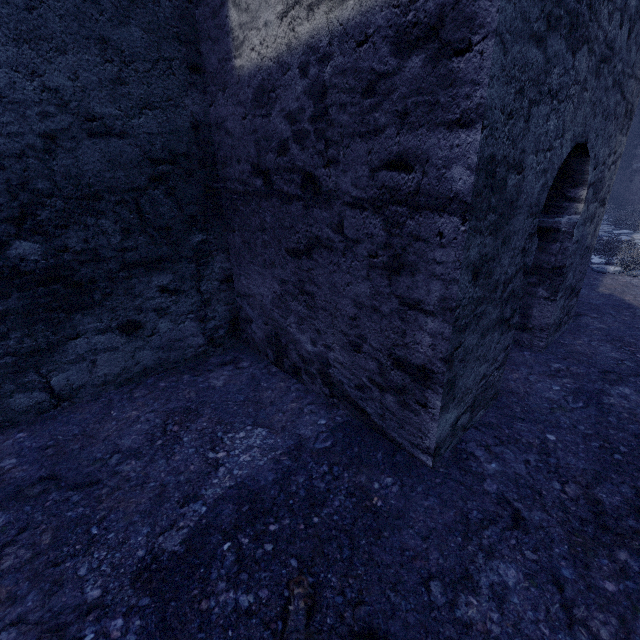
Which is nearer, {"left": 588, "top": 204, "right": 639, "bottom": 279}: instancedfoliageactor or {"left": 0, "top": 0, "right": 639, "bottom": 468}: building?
{"left": 0, "top": 0, "right": 639, "bottom": 468}: building

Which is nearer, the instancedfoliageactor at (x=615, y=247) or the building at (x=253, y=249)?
the building at (x=253, y=249)

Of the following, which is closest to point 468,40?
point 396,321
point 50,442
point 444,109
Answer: point 444,109
